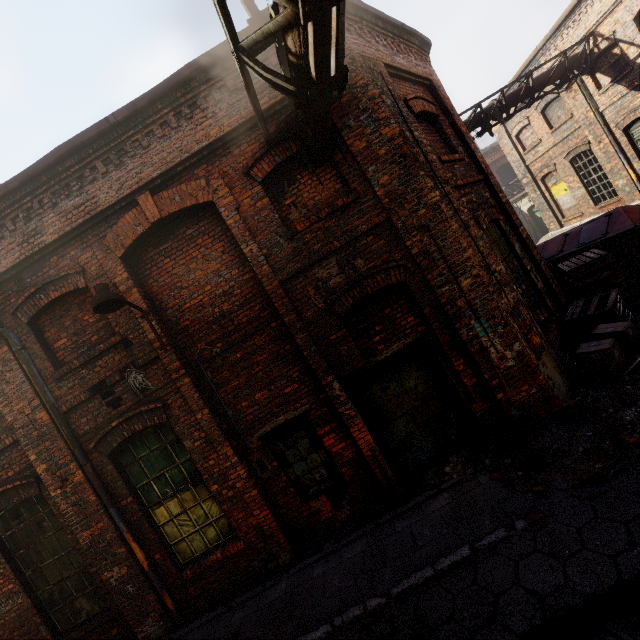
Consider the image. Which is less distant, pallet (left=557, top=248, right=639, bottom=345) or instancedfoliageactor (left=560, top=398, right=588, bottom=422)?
instancedfoliageactor (left=560, top=398, right=588, bottom=422)

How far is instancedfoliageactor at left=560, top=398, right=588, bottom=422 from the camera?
4.4m

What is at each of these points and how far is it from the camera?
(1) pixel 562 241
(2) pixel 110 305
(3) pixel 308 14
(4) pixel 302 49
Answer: (1) trash container, 10.0m
(2) light, 4.9m
(3) scaffolding, 2.4m
(4) pipe, 3.2m

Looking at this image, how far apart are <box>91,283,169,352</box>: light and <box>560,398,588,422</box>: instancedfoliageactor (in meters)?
6.54

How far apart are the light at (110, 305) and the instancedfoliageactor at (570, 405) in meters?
6.5

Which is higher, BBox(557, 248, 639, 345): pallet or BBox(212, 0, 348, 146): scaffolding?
BBox(212, 0, 348, 146): scaffolding

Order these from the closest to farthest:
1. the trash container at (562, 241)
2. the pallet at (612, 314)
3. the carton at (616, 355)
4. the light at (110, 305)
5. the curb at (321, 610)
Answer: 1. the curb at (321, 610)
2. the light at (110, 305)
3. the carton at (616, 355)
4. the pallet at (612, 314)
5. the trash container at (562, 241)

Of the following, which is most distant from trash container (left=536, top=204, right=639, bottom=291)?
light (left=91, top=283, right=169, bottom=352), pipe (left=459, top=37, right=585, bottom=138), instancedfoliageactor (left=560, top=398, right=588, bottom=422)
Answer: light (left=91, top=283, right=169, bottom=352)
